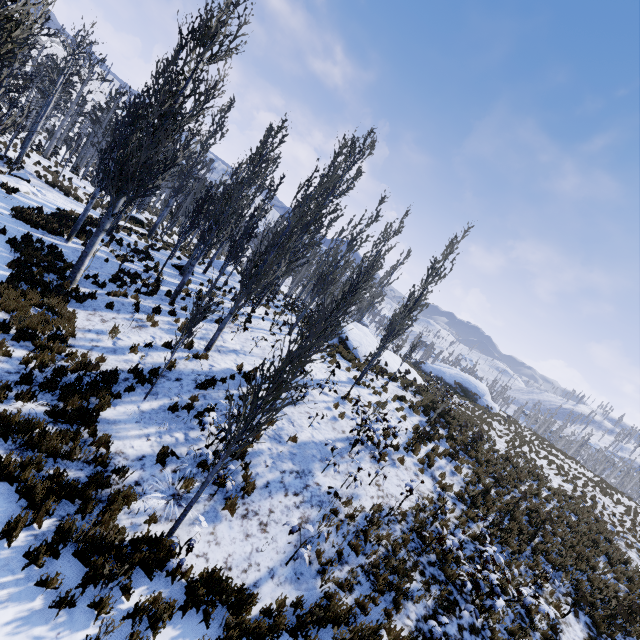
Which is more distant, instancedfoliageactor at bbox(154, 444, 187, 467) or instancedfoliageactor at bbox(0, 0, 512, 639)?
instancedfoliageactor at bbox(154, 444, 187, 467)

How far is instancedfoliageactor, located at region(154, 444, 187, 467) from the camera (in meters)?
7.34

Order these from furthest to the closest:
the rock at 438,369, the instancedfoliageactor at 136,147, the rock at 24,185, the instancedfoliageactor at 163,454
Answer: the rock at 438,369, the rock at 24,185, the instancedfoliageactor at 163,454, the instancedfoliageactor at 136,147

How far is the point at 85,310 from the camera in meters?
11.0 m

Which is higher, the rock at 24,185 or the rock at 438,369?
the rock at 438,369

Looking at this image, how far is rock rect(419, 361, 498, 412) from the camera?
37.3m

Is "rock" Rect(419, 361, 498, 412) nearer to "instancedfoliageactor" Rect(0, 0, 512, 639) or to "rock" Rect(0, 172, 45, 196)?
"instancedfoliageactor" Rect(0, 0, 512, 639)

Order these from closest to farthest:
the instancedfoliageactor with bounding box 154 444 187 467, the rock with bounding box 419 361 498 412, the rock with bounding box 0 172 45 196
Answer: the instancedfoliageactor with bounding box 154 444 187 467, the rock with bounding box 0 172 45 196, the rock with bounding box 419 361 498 412
